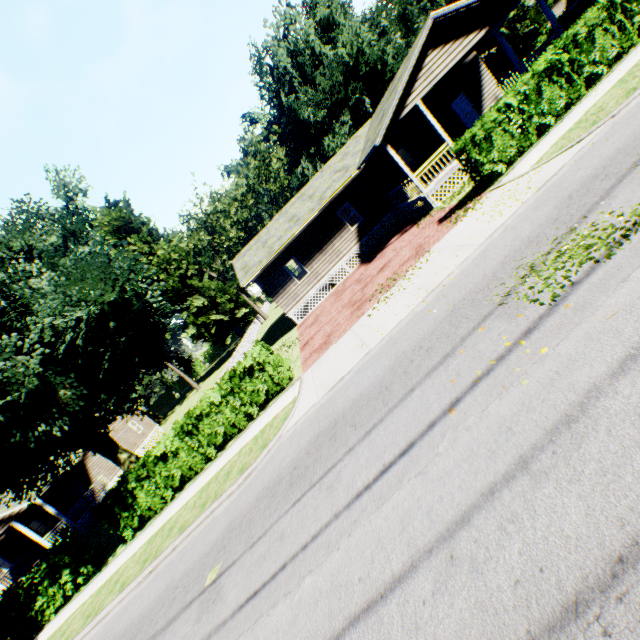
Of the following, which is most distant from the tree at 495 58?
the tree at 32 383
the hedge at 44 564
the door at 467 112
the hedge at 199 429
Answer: the hedge at 44 564

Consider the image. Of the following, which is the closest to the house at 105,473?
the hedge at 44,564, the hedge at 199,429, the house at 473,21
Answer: the hedge at 44,564

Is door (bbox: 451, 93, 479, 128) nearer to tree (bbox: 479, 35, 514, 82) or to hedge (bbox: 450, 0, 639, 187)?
tree (bbox: 479, 35, 514, 82)

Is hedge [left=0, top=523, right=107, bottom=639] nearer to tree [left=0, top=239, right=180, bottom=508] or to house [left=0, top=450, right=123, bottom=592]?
tree [left=0, top=239, right=180, bottom=508]

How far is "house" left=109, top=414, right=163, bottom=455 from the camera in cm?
3291

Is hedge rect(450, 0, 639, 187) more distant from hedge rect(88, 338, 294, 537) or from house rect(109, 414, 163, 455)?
house rect(109, 414, 163, 455)

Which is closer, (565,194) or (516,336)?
(516,336)

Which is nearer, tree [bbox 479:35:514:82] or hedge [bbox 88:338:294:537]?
hedge [bbox 88:338:294:537]
